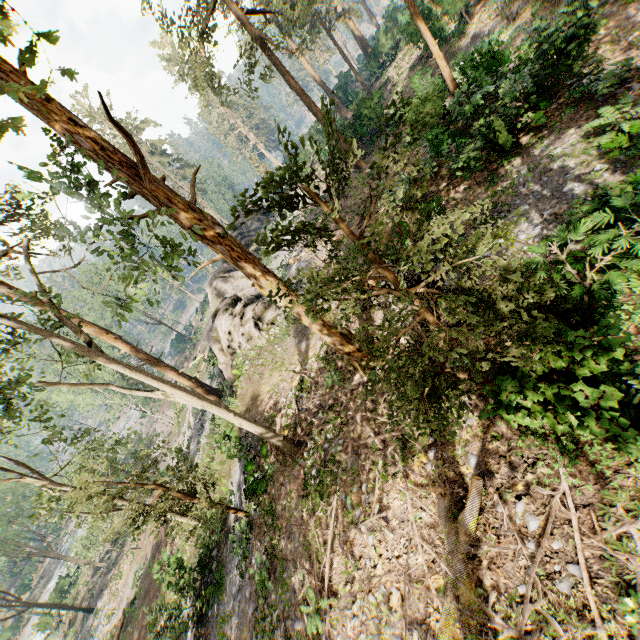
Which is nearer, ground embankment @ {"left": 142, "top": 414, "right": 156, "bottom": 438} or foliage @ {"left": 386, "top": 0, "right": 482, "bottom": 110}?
foliage @ {"left": 386, "top": 0, "right": 482, "bottom": 110}

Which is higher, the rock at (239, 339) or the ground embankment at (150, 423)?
the rock at (239, 339)

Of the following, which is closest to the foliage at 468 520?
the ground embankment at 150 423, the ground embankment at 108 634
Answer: the ground embankment at 150 423

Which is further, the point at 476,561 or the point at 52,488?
the point at 52,488

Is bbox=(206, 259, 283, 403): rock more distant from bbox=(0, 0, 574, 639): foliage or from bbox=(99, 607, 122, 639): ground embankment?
bbox=(99, 607, 122, 639): ground embankment

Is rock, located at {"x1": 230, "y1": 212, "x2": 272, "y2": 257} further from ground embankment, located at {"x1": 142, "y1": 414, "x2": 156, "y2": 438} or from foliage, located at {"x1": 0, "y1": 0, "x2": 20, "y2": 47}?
ground embankment, located at {"x1": 142, "y1": 414, "x2": 156, "y2": 438}

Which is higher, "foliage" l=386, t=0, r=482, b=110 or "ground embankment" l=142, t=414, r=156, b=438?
"foliage" l=386, t=0, r=482, b=110

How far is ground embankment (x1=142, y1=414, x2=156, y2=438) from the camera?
50.63m
